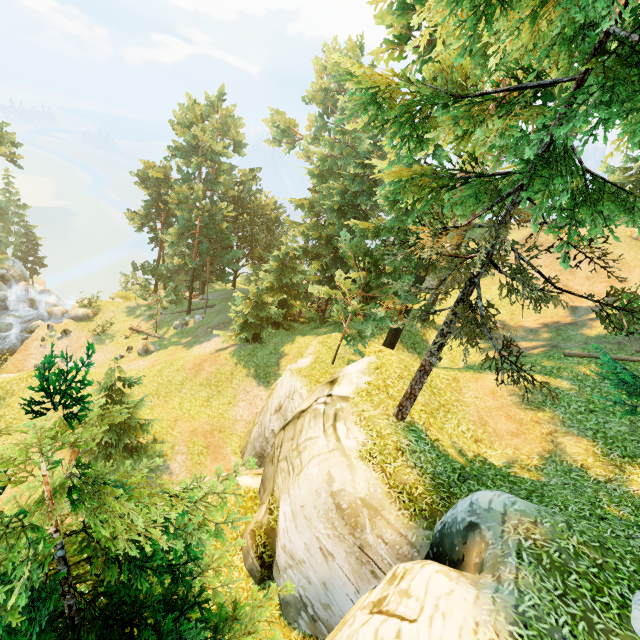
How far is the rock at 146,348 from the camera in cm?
3003

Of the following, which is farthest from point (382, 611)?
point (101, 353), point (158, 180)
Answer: point (158, 180)

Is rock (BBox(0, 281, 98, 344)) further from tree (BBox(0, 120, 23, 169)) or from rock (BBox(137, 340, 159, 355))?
rock (BBox(137, 340, 159, 355))

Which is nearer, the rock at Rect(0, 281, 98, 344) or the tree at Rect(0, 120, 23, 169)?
the rock at Rect(0, 281, 98, 344)

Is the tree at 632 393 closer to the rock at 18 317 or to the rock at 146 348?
the rock at 146 348

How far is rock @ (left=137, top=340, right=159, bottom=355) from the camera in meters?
30.0
